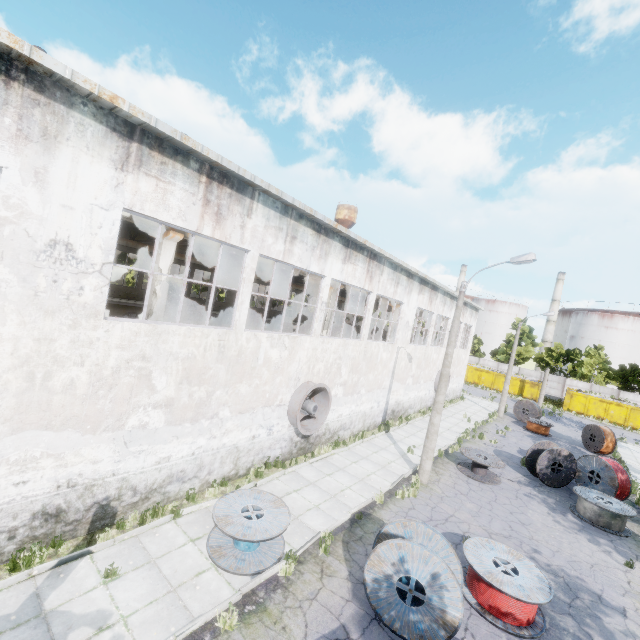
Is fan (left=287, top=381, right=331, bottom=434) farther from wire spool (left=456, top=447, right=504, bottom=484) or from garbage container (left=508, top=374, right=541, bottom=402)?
garbage container (left=508, top=374, right=541, bottom=402)

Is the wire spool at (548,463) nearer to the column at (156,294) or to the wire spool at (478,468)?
the wire spool at (478,468)

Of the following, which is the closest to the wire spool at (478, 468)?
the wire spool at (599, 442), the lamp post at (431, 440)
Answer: the lamp post at (431, 440)

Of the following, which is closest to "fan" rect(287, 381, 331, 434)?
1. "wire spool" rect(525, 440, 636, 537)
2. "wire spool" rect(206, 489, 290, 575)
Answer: "wire spool" rect(206, 489, 290, 575)

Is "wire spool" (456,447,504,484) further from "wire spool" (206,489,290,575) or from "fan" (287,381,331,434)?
"wire spool" (206,489,290,575)

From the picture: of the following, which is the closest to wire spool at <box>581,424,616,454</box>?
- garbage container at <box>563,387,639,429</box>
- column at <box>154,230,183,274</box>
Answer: garbage container at <box>563,387,639,429</box>

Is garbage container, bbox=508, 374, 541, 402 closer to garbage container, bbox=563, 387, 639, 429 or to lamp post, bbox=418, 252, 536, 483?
garbage container, bbox=563, 387, 639, 429

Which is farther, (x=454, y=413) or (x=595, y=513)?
(x=454, y=413)
